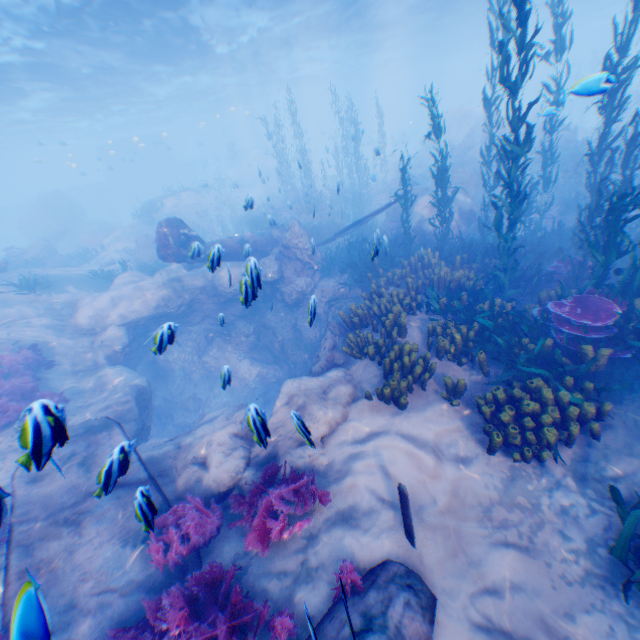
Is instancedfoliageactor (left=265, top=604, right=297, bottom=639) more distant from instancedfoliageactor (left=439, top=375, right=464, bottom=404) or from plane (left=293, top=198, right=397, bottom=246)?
instancedfoliageactor (left=439, top=375, right=464, bottom=404)

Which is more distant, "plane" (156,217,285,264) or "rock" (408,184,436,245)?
"rock" (408,184,436,245)

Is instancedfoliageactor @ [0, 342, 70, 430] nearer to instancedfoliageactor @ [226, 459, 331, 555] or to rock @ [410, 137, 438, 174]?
rock @ [410, 137, 438, 174]

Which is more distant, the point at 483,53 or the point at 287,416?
the point at 483,53

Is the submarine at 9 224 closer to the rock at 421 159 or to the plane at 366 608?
the rock at 421 159

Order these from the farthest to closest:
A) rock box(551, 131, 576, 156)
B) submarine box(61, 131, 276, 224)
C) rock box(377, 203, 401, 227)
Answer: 1. submarine box(61, 131, 276, 224)
2. rock box(551, 131, 576, 156)
3. rock box(377, 203, 401, 227)

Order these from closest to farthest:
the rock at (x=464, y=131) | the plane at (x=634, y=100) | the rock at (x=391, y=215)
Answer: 1. the rock at (x=464, y=131)
2. the rock at (x=391, y=215)
3. the plane at (x=634, y=100)

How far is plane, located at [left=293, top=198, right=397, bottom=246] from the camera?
13.8 meters
